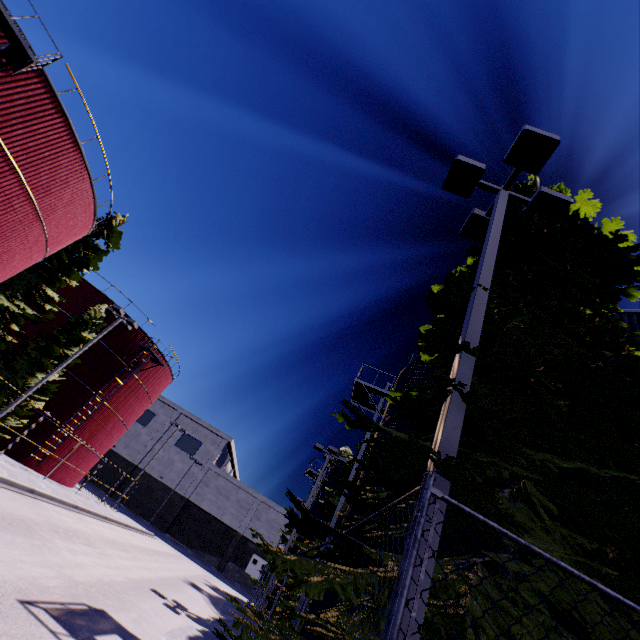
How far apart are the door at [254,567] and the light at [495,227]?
58.9 meters

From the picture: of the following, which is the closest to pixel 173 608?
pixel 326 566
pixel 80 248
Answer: pixel 326 566

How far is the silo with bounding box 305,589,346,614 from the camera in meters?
9.0 m

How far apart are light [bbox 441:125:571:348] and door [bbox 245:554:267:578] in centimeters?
5890cm

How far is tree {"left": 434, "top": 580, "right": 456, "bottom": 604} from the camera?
3.1m

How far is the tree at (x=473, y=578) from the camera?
3.5m

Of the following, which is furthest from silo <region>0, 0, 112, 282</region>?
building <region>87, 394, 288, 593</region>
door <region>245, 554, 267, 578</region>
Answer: door <region>245, 554, 267, 578</region>

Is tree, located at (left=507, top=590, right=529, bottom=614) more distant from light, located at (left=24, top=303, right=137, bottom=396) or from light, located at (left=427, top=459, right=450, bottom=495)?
light, located at (left=24, top=303, right=137, bottom=396)
